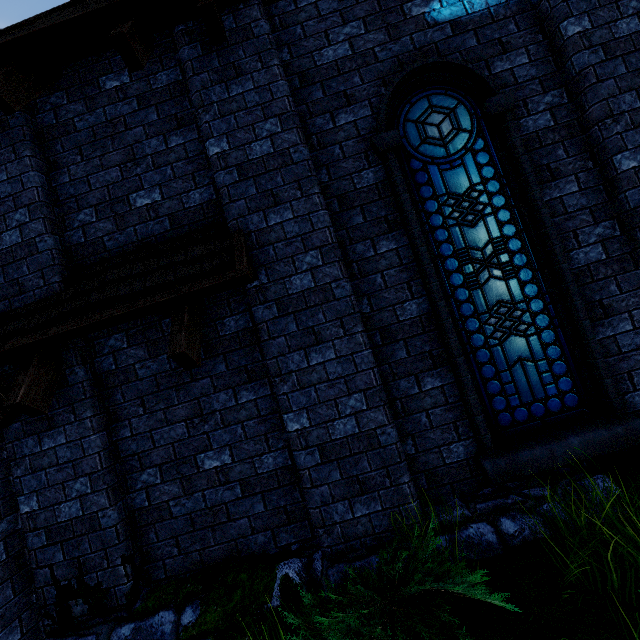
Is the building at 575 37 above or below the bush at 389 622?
above

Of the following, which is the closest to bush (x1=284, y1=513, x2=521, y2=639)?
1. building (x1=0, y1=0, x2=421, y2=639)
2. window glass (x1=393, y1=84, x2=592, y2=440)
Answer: building (x1=0, y1=0, x2=421, y2=639)

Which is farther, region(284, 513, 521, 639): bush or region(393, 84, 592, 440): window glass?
region(393, 84, 592, 440): window glass

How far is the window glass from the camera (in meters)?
3.24

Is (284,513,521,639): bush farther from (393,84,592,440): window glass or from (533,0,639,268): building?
(393,84,592,440): window glass

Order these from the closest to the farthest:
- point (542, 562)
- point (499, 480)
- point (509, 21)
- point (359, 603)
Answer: point (359, 603) < point (542, 562) < point (499, 480) < point (509, 21)

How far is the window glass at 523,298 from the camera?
3.24m
